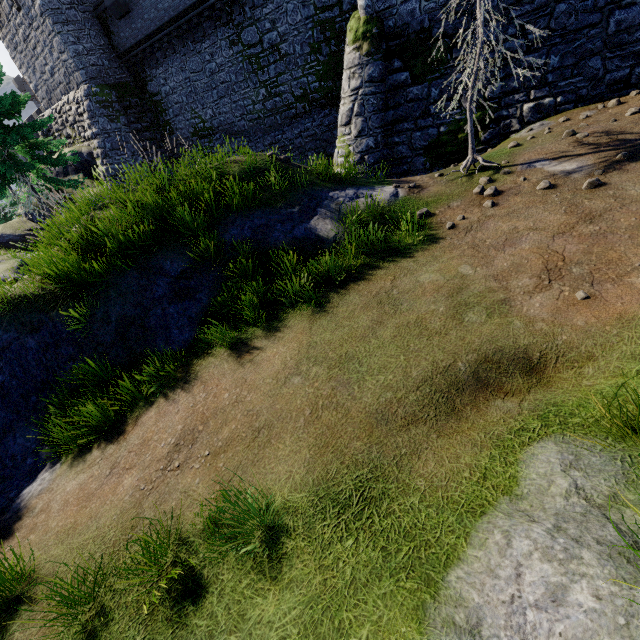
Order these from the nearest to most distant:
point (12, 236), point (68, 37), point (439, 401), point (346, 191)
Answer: point (439, 401) → point (346, 191) → point (68, 37) → point (12, 236)

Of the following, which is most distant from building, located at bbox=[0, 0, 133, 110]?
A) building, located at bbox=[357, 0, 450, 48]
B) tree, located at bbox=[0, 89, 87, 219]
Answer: building, located at bbox=[357, 0, 450, 48]

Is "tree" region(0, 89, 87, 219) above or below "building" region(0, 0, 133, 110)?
below

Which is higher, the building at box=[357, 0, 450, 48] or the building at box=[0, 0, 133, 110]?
the building at box=[0, 0, 133, 110]

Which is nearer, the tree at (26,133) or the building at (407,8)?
the building at (407,8)

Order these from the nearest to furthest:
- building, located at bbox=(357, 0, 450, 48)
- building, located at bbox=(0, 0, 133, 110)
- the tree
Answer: building, located at bbox=(357, 0, 450, 48) < the tree < building, located at bbox=(0, 0, 133, 110)

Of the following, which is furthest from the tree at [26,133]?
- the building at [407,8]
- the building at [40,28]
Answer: the building at [407,8]
